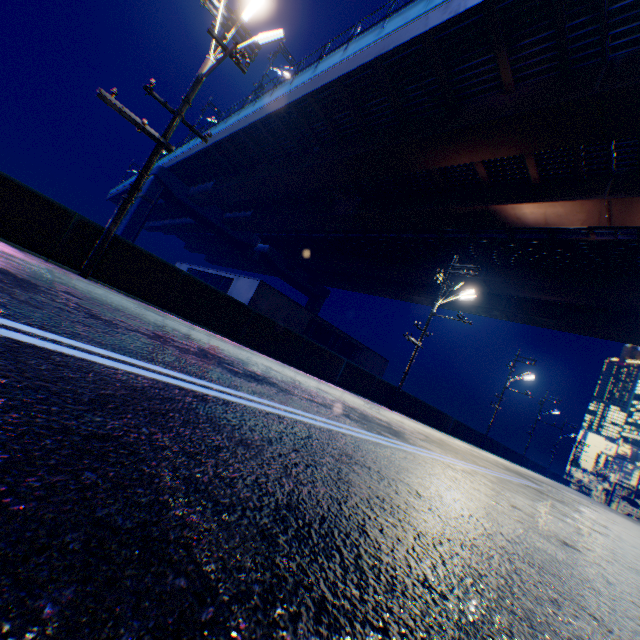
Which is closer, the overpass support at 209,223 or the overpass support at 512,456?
the overpass support at 209,223

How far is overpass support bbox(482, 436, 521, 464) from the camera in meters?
30.5 m

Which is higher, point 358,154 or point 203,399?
point 358,154

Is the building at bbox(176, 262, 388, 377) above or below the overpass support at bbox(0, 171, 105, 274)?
above

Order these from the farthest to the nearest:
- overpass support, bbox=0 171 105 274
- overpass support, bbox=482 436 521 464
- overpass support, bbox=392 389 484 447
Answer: overpass support, bbox=482 436 521 464 → overpass support, bbox=392 389 484 447 → overpass support, bbox=0 171 105 274

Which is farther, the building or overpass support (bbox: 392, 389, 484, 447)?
the building
